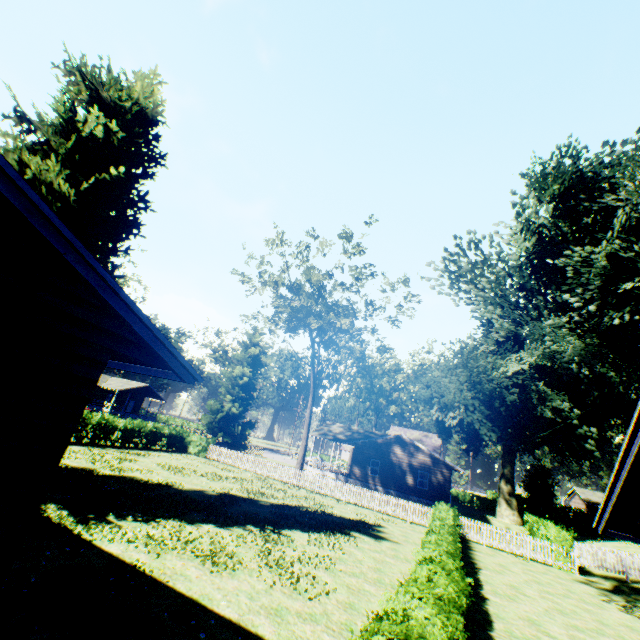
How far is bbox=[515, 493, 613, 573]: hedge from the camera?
20.1m

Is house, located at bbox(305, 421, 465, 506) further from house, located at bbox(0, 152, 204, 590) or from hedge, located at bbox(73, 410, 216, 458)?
house, located at bbox(0, 152, 204, 590)

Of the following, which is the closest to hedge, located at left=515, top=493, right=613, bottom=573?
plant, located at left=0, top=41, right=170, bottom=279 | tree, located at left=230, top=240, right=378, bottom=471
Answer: plant, located at left=0, top=41, right=170, bottom=279

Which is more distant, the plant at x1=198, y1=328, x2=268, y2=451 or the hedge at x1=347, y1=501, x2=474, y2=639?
A: the plant at x1=198, y1=328, x2=268, y2=451

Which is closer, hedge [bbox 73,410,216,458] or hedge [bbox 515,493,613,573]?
hedge [bbox 515,493,613,573]

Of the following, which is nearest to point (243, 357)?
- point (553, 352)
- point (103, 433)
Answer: point (103, 433)

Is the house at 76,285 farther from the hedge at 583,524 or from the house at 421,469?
the house at 421,469

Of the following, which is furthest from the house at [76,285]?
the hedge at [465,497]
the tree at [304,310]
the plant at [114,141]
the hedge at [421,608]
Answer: the hedge at [465,497]
